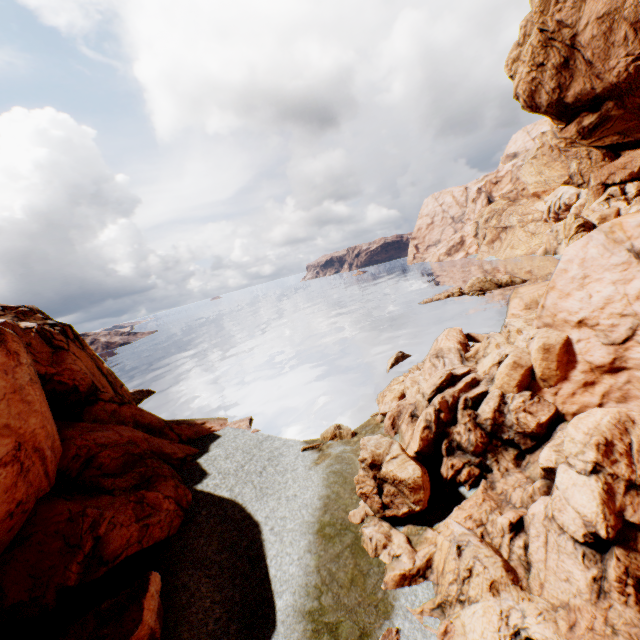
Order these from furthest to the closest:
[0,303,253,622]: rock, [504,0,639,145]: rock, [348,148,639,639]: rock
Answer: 1. [504,0,639,145]: rock
2. [0,303,253,622]: rock
3. [348,148,639,639]: rock

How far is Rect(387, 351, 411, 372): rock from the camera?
32.9m

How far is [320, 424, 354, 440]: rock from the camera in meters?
22.2 m

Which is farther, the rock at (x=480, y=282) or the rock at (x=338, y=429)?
the rock at (x=480, y=282)

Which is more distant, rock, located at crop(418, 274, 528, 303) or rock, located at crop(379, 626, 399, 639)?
rock, located at crop(418, 274, 528, 303)

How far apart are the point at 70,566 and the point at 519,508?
16.5 meters
